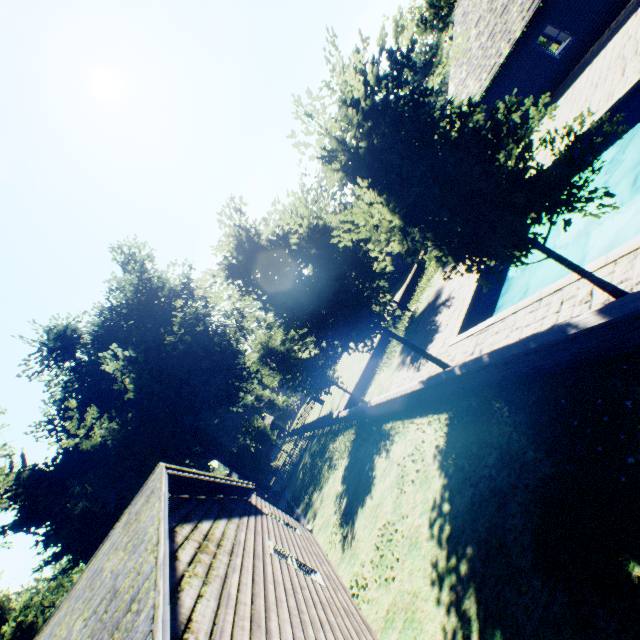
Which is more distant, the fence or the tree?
the fence

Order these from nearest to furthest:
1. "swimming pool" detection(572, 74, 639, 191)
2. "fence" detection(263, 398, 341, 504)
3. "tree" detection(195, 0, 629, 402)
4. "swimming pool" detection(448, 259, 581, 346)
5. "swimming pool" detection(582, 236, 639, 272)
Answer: "tree" detection(195, 0, 629, 402) → "swimming pool" detection(582, 236, 639, 272) → "swimming pool" detection(448, 259, 581, 346) → "swimming pool" detection(572, 74, 639, 191) → "fence" detection(263, 398, 341, 504)

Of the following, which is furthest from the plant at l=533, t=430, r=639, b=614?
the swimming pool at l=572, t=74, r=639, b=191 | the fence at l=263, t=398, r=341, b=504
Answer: the swimming pool at l=572, t=74, r=639, b=191

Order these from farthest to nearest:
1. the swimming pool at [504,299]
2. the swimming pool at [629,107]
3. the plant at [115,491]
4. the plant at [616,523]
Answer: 1. the plant at [115,491]
2. the swimming pool at [629,107]
3. the swimming pool at [504,299]
4. the plant at [616,523]

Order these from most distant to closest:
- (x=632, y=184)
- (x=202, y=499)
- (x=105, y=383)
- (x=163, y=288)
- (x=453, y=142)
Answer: (x=163, y=288) < (x=105, y=383) < (x=632, y=184) < (x=202, y=499) < (x=453, y=142)

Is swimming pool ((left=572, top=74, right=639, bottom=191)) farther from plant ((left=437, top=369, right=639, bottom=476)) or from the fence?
the fence

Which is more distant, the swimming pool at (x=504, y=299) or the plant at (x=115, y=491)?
the plant at (x=115, y=491)
